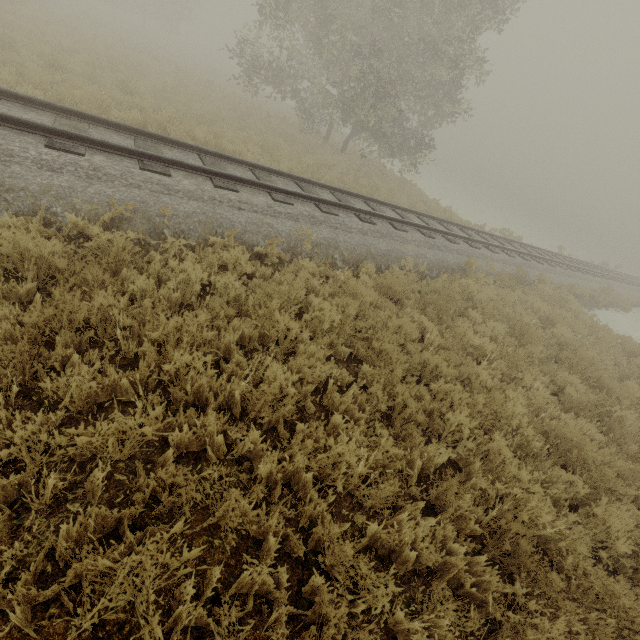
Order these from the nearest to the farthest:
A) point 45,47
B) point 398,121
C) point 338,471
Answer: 1. point 338,471
2. point 45,47
3. point 398,121
